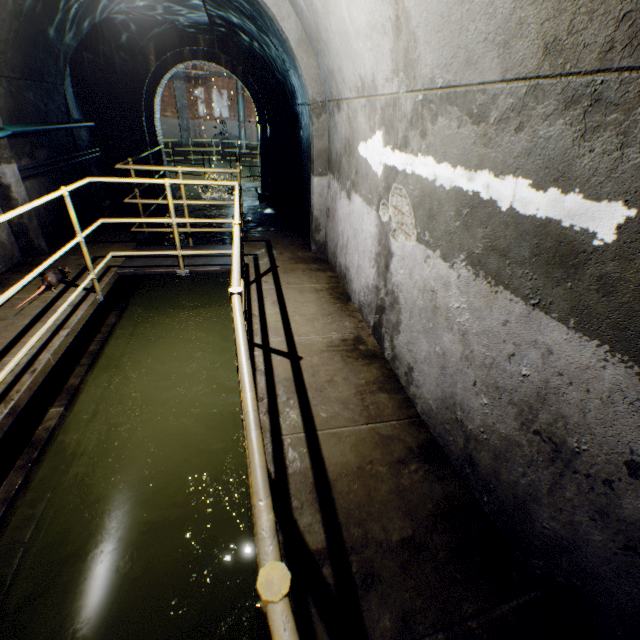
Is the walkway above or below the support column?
below

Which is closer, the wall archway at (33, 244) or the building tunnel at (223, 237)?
the wall archway at (33, 244)

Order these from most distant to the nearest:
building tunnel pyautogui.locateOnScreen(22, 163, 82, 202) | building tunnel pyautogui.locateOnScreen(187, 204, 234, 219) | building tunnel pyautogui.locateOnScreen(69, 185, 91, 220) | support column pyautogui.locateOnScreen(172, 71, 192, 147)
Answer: support column pyautogui.locateOnScreen(172, 71, 192, 147)
building tunnel pyautogui.locateOnScreen(187, 204, 234, 219)
building tunnel pyautogui.locateOnScreen(69, 185, 91, 220)
building tunnel pyautogui.locateOnScreen(22, 163, 82, 202)

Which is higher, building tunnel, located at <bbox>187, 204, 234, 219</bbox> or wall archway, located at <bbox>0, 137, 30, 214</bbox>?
wall archway, located at <bbox>0, 137, 30, 214</bbox>

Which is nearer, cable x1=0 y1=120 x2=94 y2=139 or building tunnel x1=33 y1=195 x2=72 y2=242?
cable x1=0 y1=120 x2=94 y2=139

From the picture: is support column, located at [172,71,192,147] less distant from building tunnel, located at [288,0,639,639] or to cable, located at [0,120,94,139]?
building tunnel, located at [288,0,639,639]

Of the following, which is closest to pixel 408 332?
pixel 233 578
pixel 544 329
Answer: pixel 544 329

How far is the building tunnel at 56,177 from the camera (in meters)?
5.01
